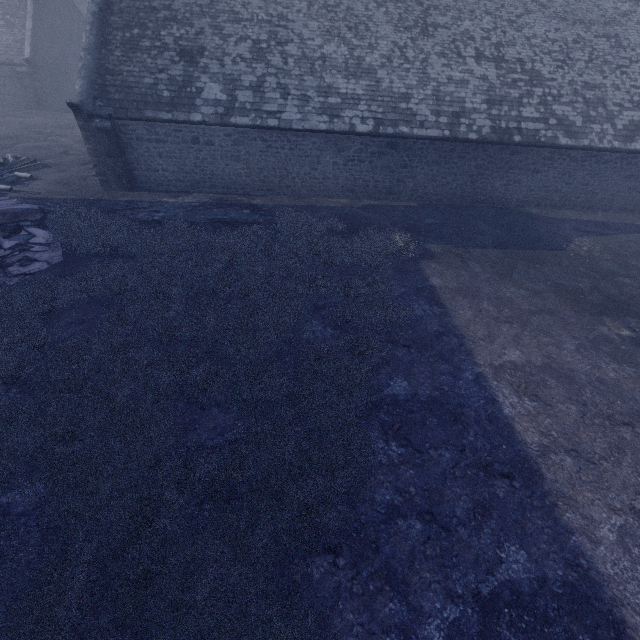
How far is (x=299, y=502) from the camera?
4.75m
